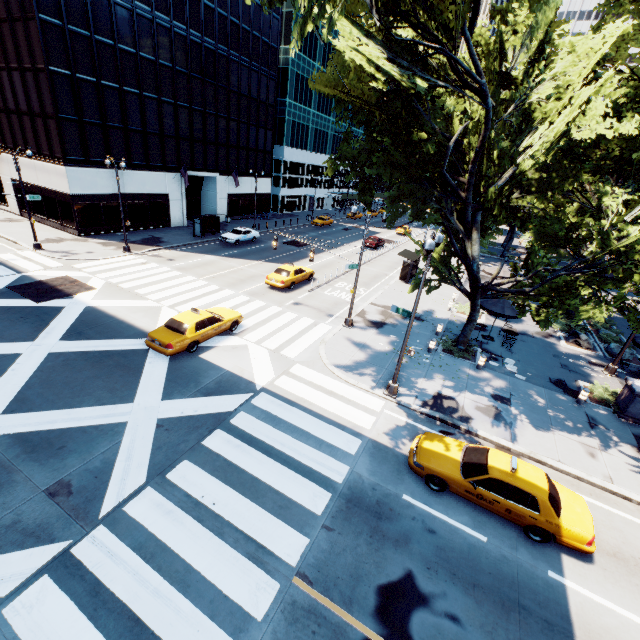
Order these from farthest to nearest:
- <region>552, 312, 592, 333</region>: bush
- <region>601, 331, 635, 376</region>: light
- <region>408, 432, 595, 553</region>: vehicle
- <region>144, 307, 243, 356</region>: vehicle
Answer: <region>552, 312, 592, 333</region>: bush, <region>601, 331, 635, 376</region>: light, <region>144, 307, 243, 356</region>: vehicle, <region>408, 432, 595, 553</region>: vehicle

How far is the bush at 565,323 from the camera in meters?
24.4

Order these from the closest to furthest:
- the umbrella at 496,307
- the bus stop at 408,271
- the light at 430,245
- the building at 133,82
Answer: the light at 430,245 → the umbrella at 496,307 → the building at 133,82 → the bus stop at 408,271

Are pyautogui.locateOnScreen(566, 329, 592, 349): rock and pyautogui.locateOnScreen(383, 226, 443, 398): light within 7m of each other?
no

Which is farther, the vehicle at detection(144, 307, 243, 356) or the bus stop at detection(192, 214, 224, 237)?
the bus stop at detection(192, 214, 224, 237)

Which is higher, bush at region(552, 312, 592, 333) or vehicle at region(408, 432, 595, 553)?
vehicle at region(408, 432, 595, 553)

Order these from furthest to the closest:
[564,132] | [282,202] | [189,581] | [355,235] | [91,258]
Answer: [282,202] < [355,235] < [91,258] < [564,132] < [189,581]

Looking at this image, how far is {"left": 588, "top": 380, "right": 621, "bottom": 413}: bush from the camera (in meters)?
16.01
